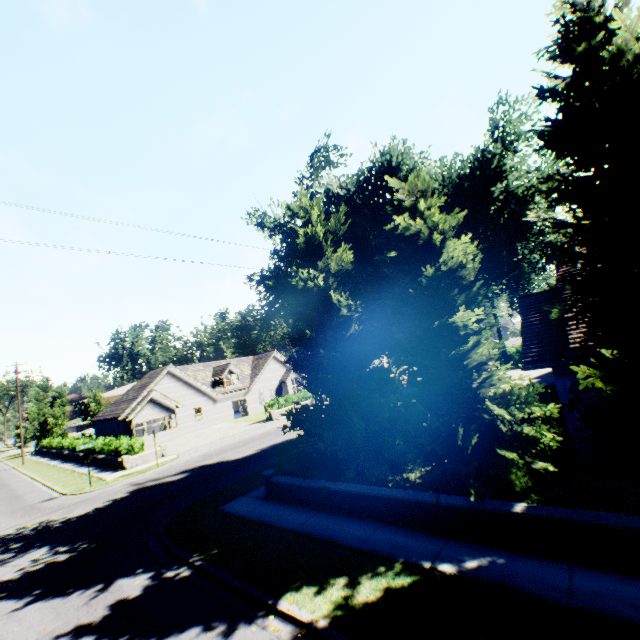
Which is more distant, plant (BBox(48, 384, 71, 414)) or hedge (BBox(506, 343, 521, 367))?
plant (BBox(48, 384, 71, 414))

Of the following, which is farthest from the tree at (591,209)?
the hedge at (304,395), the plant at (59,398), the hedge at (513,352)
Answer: the hedge at (304,395)

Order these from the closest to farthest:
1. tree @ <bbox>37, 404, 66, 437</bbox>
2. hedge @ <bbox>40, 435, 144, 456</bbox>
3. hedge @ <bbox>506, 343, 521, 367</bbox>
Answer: hedge @ <bbox>40, 435, 144, 456</bbox> → hedge @ <bbox>506, 343, 521, 367</bbox> → tree @ <bbox>37, 404, 66, 437</bbox>

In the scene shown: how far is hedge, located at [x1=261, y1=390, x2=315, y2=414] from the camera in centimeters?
3281cm

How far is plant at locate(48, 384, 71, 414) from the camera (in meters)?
53.66

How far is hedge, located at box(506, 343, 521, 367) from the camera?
33.6 meters

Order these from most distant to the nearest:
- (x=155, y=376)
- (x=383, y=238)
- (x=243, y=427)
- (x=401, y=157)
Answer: (x=155, y=376)
(x=243, y=427)
(x=383, y=238)
(x=401, y=157)

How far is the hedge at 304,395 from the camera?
32.8 meters
